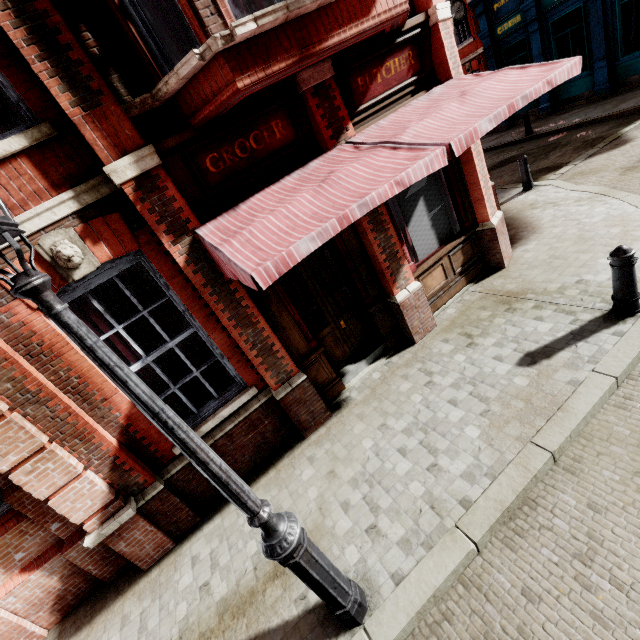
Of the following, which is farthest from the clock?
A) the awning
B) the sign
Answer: the sign

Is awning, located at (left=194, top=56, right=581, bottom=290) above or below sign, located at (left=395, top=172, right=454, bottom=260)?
above

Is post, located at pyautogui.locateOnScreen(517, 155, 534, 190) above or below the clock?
below

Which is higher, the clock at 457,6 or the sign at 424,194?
the clock at 457,6

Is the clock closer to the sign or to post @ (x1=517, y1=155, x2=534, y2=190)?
post @ (x1=517, y1=155, x2=534, y2=190)

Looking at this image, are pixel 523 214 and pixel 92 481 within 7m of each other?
no

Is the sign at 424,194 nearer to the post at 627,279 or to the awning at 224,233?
the awning at 224,233

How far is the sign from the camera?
5.73m
